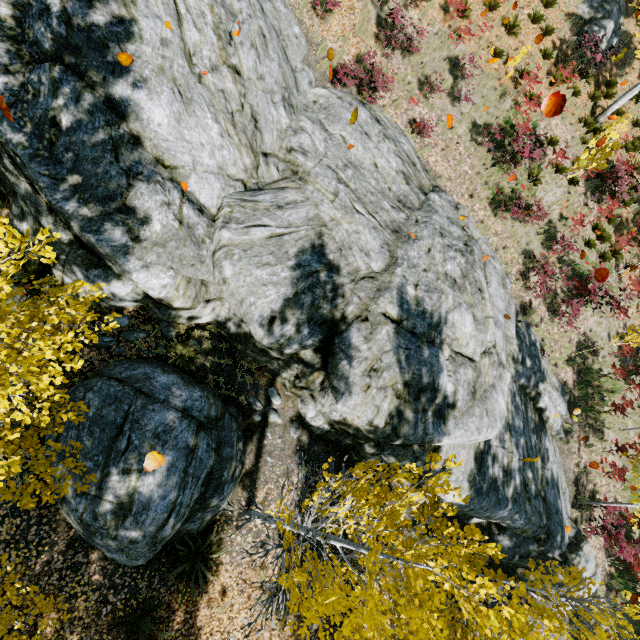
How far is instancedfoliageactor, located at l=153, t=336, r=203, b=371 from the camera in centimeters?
817cm

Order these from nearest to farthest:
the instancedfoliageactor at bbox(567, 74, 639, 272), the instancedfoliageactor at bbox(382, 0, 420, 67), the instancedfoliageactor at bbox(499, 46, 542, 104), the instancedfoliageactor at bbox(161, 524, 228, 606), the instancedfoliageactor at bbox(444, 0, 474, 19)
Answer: the instancedfoliageactor at bbox(161, 524, 228, 606) < the instancedfoliageactor at bbox(382, 0, 420, 67) < the instancedfoliageactor at bbox(567, 74, 639, 272) < the instancedfoliageactor at bbox(444, 0, 474, 19) < the instancedfoliageactor at bbox(499, 46, 542, 104)

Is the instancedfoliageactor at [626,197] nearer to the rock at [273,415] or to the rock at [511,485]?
the rock at [511,485]

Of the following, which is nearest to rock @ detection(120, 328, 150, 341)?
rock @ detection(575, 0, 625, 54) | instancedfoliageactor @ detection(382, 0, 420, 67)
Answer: instancedfoliageactor @ detection(382, 0, 420, 67)

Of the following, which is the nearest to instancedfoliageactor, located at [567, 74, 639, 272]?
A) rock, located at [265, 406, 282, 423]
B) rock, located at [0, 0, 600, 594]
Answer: rock, located at [0, 0, 600, 594]

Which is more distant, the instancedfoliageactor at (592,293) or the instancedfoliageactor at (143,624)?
the instancedfoliageactor at (592,293)

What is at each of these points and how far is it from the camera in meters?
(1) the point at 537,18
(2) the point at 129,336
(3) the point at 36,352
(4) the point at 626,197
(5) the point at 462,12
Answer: (1) instancedfoliageactor, 14.5
(2) rock, 8.0
(3) instancedfoliageactor, 4.2
(4) instancedfoliageactor, 14.0
(5) instancedfoliageactor, 13.7
